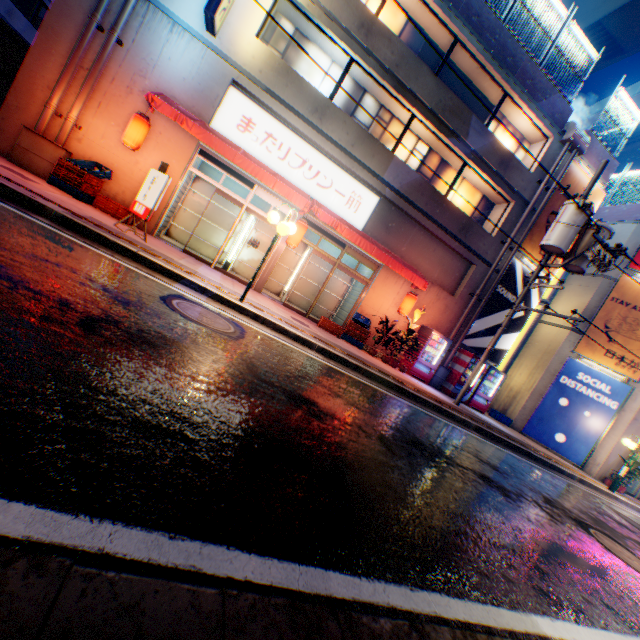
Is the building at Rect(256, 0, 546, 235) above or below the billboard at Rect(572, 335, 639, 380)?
above

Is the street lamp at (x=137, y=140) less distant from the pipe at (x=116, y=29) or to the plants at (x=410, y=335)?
the pipe at (x=116, y=29)

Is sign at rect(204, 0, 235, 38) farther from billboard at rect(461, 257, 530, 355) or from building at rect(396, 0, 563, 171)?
billboard at rect(461, 257, 530, 355)

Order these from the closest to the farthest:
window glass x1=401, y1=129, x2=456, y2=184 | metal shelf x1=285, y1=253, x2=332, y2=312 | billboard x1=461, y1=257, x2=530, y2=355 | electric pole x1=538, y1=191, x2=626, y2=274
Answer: electric pole x1=538, y1=191, x2=626, y2=274
window glass x1=401, y1=129, x2=456, y2=184
metal shelf x1=285, y1=253, x2=332, y2=312
billboard x1=461, y1=257, x2=530, y2=355

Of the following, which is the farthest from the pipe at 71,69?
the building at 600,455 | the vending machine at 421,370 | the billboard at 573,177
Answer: the building at 600,455

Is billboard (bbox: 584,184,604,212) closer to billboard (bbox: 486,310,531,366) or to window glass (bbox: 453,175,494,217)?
billboard (bbox: 486,310,531,366)

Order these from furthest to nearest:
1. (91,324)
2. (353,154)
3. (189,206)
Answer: (189,206) < (353,154) < (91,324)

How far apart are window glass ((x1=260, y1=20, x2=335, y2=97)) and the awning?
3.1 meters
